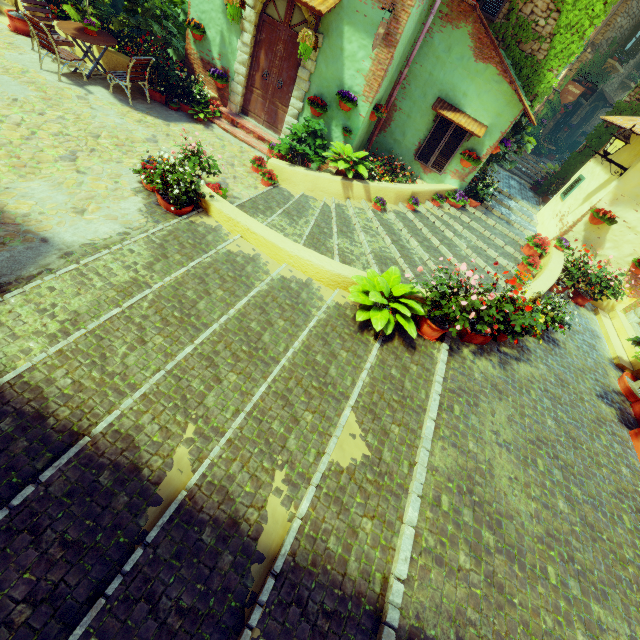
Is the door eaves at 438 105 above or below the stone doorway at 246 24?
above

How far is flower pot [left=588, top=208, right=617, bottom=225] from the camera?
7.8 meters

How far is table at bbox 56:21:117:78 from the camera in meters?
7.5 m

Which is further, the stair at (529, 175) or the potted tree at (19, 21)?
the stair at (529, 175)

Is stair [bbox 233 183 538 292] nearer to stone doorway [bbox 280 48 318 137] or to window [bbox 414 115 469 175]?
window [bbox 414 115 469 175]

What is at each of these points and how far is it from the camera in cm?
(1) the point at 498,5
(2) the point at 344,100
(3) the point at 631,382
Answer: (1) window, 844
(2) flower pot, 777
(3) flower pot, 662

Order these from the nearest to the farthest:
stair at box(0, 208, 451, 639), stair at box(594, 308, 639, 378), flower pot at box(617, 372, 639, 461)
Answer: stair at box(0, 208, 451, 639) → flower pot at box(617, 372, 639, 461) → stair at box(594, 308, 639, 378)

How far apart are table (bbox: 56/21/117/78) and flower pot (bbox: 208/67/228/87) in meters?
2.4 m
